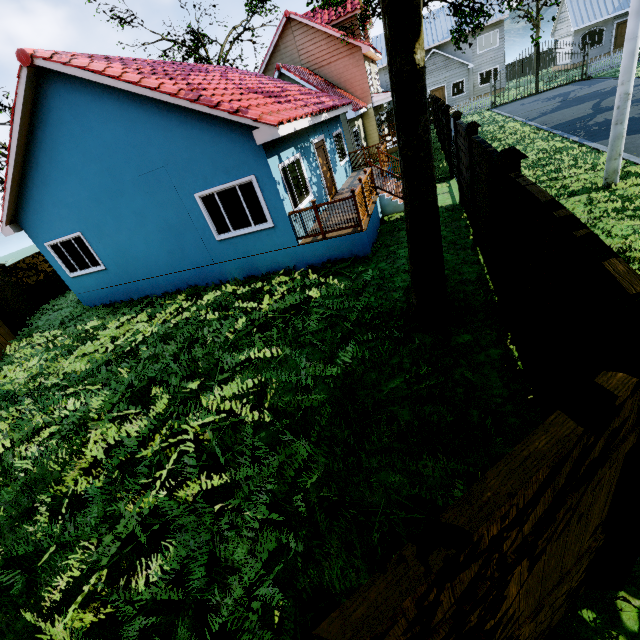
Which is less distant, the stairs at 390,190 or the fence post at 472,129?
the fence post at 472,129

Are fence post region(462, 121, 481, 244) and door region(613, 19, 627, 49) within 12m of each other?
no

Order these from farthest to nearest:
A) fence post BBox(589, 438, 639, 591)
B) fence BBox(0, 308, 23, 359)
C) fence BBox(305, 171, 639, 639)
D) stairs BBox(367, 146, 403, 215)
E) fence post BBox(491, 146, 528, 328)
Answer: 1. fence BBox(0, 308, 23, 359)
2. stairs BBox(367, 146, 403, 215)
3. fence post BBox(491, 146, 528, 328)
4. fence post BBox(589, 438, 639, 591)
5. fence BBox(305, 171, 639, 639)

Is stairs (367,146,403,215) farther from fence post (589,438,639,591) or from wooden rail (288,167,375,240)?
fence post (589,438,639,591)

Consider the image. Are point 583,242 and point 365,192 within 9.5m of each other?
yes

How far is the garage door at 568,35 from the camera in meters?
32.2 m

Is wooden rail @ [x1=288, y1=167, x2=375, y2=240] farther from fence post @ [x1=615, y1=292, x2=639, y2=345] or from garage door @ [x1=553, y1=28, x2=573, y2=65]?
garage door @ [x1=553, y1=28, x2=573, y2=65]

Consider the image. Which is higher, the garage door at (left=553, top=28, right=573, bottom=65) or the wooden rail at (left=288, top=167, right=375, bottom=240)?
the garage door at (left=553, top=28, right=573, bottom=65)
